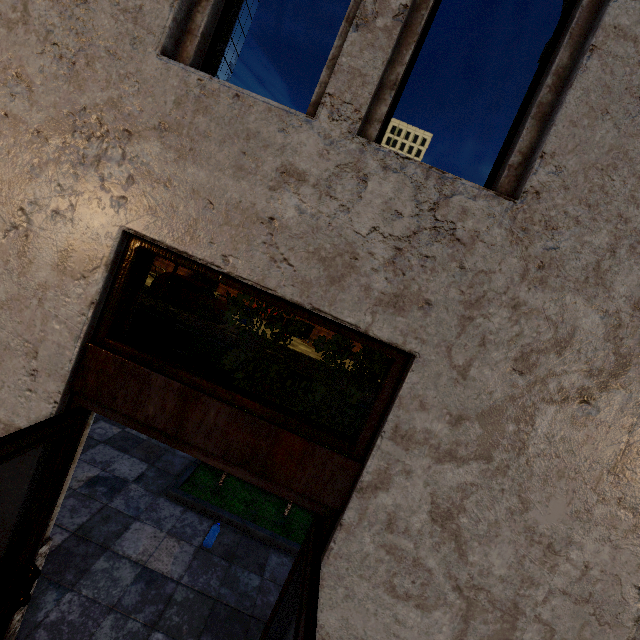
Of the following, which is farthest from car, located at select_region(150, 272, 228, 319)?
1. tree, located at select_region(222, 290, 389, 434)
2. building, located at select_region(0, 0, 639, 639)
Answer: building, located at select_region(0, 0, 639, 639)

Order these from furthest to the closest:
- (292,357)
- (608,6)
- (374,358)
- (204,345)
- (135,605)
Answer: (292,357)
(204,345)
(374,358)
(135,605)
(608,6)

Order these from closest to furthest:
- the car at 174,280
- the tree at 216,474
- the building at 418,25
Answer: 1. the building at 418,25
2. the tree at 216,474
3. the car at 174,280

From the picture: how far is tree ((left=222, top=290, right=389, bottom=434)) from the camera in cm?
455

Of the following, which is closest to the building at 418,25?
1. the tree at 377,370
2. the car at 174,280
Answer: the tree at 377,370
